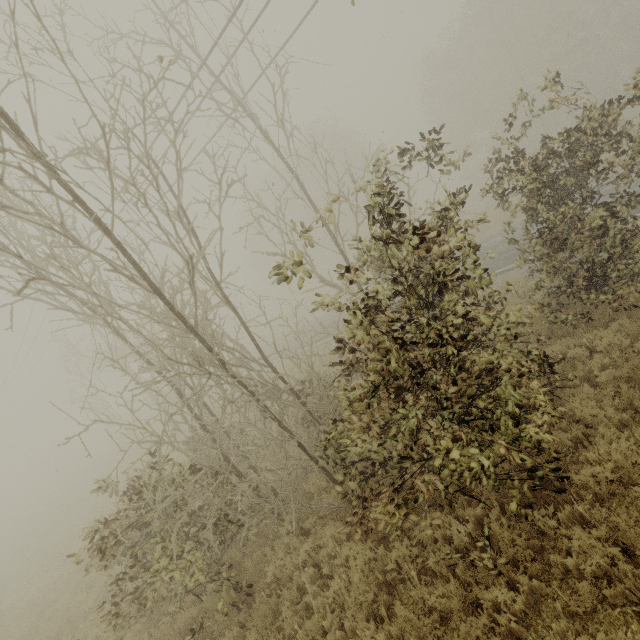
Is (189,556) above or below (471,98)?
below

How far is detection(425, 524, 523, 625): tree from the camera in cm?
418

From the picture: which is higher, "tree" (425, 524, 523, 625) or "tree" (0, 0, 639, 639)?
"tree" (0, 0, 639, 639)

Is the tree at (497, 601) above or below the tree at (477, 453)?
below

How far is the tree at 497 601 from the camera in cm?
418
